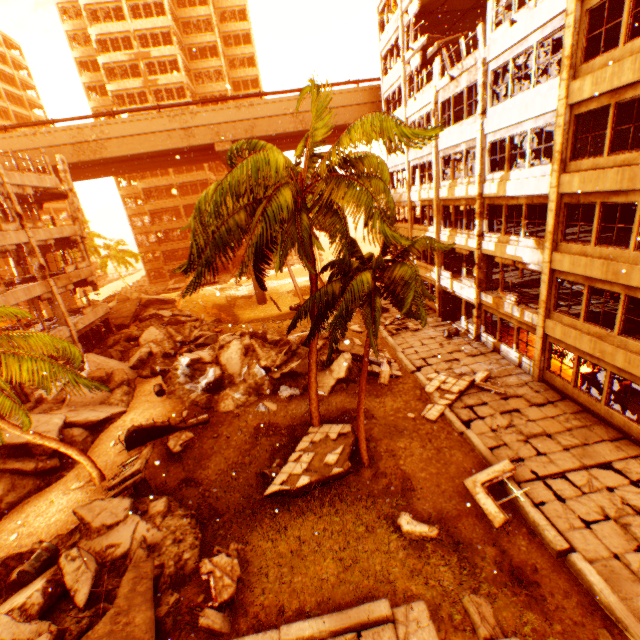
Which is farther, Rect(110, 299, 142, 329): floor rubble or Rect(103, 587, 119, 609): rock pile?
Rect(110, 299, 142, 329): floor rubble

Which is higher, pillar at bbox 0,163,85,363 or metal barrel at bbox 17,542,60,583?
pillar at bbox 0,163,85,363

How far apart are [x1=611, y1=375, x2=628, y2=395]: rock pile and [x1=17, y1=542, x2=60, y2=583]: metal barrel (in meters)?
20.23

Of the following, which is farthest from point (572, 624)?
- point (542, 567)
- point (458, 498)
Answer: point (458, 498)

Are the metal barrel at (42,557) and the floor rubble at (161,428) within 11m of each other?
yes

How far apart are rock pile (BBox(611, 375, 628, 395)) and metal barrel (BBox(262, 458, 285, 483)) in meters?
13.0

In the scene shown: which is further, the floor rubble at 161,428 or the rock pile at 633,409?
the floor rubble at 161,428

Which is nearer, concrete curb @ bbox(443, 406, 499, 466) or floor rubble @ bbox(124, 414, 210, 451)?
concrete curb @ bbox(443, 406, 499, 466)
